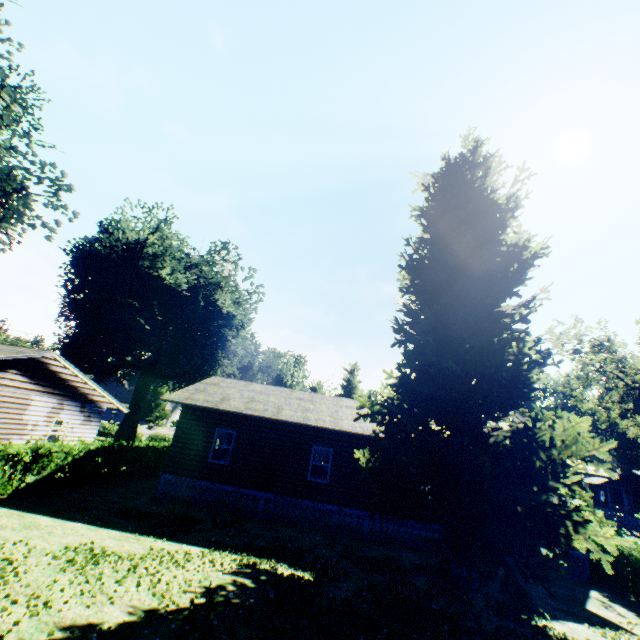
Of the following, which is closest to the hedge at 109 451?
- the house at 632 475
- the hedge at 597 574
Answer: the hedge at 597 574

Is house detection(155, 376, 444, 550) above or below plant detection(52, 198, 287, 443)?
below

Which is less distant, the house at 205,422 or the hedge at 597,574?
the hedge at 597,574

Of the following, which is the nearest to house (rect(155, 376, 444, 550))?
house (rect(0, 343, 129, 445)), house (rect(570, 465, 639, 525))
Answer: house (rect(0, 343, 129, 445))

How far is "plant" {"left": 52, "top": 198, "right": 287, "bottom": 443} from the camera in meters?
26.3 m

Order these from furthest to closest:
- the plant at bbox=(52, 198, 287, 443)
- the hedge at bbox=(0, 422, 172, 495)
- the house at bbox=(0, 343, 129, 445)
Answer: the plant at bbox=(52, 198, 287, 443), the house at bbox=(0, 343, 129, 445), the hedge at bbox=(0, 422, 172, 495)

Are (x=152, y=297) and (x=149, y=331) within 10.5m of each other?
yes

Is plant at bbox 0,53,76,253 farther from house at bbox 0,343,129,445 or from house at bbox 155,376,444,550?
house at bbox 0,343,129,445
